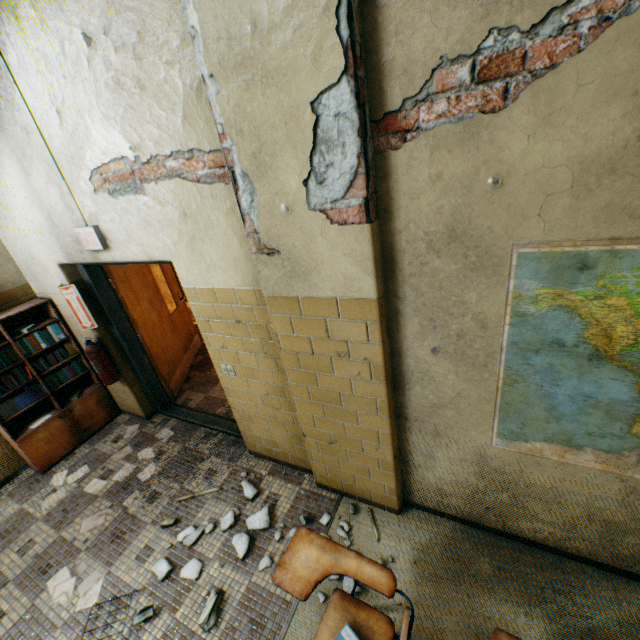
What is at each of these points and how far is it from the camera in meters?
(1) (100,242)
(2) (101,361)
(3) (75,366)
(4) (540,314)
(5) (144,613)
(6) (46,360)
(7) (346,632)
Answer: (1) sign, 2.7 m
(2) fire extinguisher, 3.7 m
(3) book, 4.0 m
(4) map, 1.5 m
(5) concrete debris, 2.3 m
(6) book, 3.8 m
(7) book, 1.7 m

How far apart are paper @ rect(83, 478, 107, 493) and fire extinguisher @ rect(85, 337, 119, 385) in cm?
94

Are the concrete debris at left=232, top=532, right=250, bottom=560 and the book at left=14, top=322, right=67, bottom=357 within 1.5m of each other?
no

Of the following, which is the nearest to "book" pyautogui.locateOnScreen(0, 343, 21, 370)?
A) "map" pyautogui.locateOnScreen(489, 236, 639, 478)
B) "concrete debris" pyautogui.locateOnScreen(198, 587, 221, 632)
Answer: "concrete debris" pyautogui.locateOnScreen(198, 587, 221, 632)

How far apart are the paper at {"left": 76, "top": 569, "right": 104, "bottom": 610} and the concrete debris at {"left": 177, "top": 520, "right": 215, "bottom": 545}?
0.5m

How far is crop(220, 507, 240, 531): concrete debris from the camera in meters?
2.8

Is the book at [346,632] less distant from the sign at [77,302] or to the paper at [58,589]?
the paper at [58,589]

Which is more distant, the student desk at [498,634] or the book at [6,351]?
the book at [6,351]
